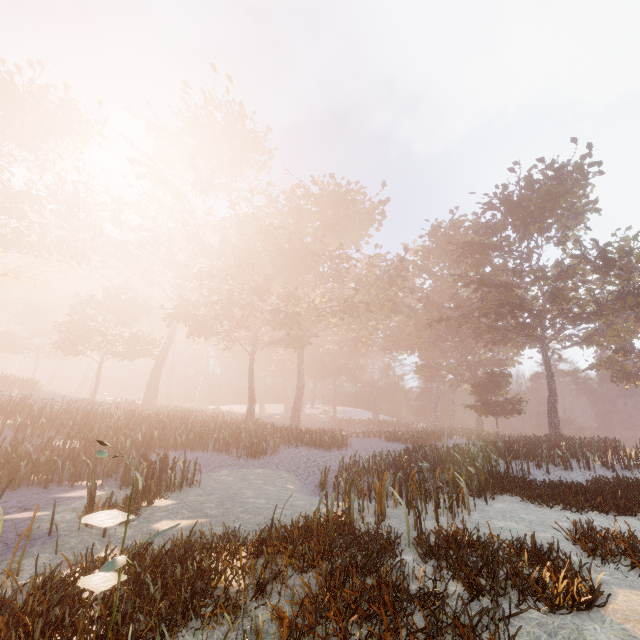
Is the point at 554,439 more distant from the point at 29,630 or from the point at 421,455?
the point at 29,630
